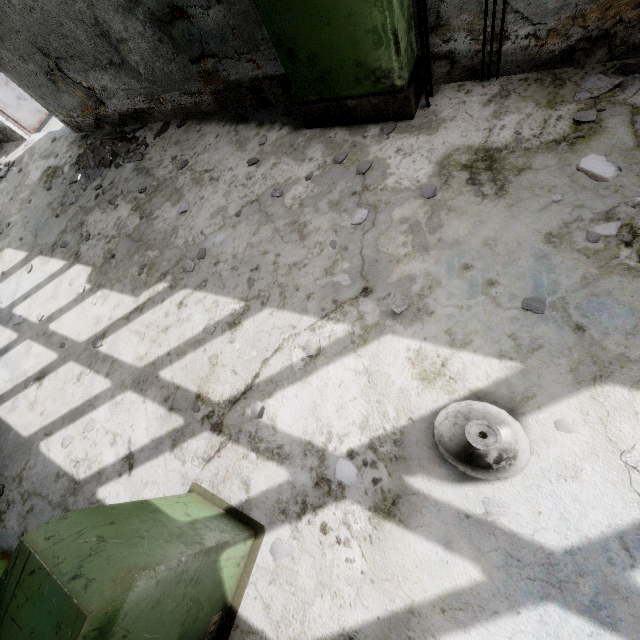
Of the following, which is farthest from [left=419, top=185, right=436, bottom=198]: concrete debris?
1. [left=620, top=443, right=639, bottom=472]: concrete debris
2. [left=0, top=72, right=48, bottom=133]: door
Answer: [left=0, top=72, right=48, bottom=133]: door

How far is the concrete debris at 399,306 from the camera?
2.8m

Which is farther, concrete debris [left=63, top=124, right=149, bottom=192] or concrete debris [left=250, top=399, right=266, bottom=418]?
concrete debris [left=63, top=124, right=149, bottom=192]

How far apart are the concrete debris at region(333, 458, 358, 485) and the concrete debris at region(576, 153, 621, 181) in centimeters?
301cm

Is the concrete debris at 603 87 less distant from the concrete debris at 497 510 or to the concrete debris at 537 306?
the concrete debris at 537 306

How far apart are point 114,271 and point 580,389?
5.5 meters

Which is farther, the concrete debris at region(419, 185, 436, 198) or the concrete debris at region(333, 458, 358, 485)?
the concrete debris at region(419, 185, 436, 198)

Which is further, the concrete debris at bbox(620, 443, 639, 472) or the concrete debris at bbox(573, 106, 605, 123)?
the concrete debris at bbox(573, 106, 605, 123)
